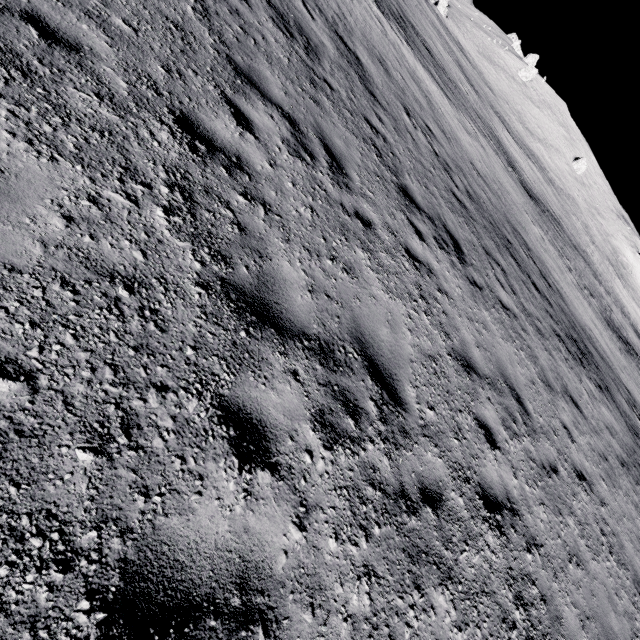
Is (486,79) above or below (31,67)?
above
